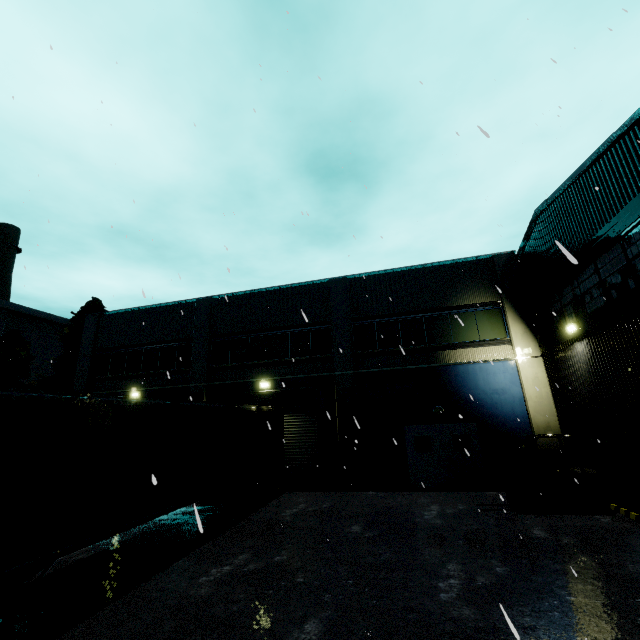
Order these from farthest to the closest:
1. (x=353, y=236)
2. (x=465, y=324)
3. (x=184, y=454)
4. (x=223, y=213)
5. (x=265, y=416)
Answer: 1. (x=465, y=324)
2. (x=265, y=416)
3. (x=223, y=213)
4. (x=184, y=454)
5. (x=353, y=236)

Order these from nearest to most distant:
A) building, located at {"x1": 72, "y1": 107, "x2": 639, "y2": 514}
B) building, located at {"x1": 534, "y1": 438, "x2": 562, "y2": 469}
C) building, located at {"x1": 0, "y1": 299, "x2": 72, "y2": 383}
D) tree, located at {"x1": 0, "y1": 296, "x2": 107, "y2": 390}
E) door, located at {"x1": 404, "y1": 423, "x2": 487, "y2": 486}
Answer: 1. building, located at {"x1": 72, "y1": 107, "x2": 639, "y2": 514}
2. building, located at {"x1": 534, "y1": 438, "x2": 562, "y2": 469}
3. door, located at {"x1": 404, "y1": 423, "x2": 487, "y2": 486}
4. tree, located at {"x1": 0, "y1": 296, "x2": 107, "y2": 390}
5. building, located at {"x1": 0, "y1": 299, "x2": 72, "y2": 383}

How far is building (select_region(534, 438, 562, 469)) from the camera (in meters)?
12.41

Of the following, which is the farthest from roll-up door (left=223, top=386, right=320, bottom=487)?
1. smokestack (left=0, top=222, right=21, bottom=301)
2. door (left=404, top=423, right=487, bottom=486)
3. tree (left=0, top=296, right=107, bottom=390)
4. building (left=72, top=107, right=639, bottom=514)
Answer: smokestack (left=0, top=222, right=21, bottom=301)

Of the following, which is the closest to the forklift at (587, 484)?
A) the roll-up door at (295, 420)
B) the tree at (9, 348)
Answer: the roll-up door at (295, 420)

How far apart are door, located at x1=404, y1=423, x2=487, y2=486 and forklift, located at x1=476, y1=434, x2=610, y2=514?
2.3 meters

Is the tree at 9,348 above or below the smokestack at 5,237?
below

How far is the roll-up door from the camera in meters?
15.0
